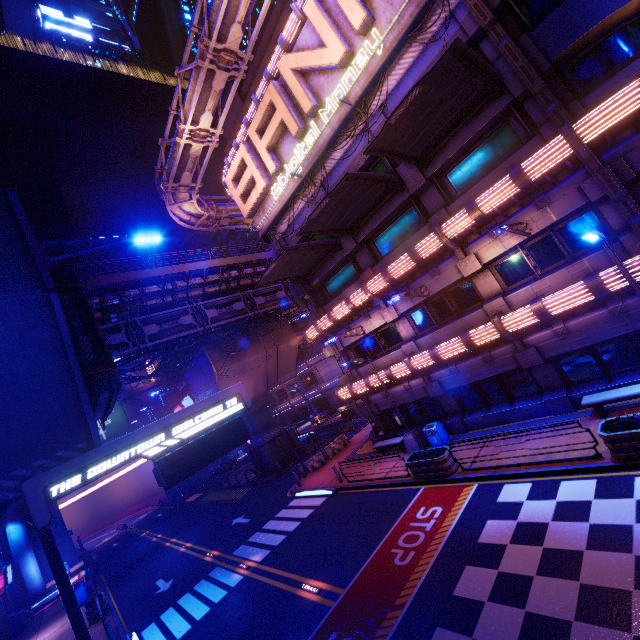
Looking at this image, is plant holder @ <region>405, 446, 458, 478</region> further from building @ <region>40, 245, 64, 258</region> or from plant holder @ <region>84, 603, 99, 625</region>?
building @ <region>40, 245, 64, 258</region>

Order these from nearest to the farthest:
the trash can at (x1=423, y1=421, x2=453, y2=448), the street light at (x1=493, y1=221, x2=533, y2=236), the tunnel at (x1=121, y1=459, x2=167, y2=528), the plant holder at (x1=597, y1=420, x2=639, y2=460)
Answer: the plant holder at (x1=597, y1=420, x2=639, y2=460), the street light at (x1=493, y1=221, x2=533, y2=236), the trash can at (x1=423, y1=421, x2=453, y2=448), the tunnel at (x1=121, y1=459, x2=167, y2=528)

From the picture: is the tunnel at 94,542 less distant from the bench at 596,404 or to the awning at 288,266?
the awning at 288,266

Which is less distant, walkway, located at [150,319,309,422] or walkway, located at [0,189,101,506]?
walkway, located at [0,189,101,506]

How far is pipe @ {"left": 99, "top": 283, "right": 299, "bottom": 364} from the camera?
22.78m

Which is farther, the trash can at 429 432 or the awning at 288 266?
the awning at 288 266

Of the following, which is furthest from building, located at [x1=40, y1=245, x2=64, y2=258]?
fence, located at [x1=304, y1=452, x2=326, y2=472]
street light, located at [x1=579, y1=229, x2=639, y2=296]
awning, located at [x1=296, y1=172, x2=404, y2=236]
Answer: street light, located at [x1=579, y1=229, x2=639, y2=296]

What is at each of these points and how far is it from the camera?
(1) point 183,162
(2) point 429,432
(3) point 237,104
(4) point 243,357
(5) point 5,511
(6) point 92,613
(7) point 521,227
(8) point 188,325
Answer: (1) pipe, 23.4 meters
(2) trash can, 16.7 meters
(3) pillar, 24.8 meters
(4) walkway, 31.0 meters
(5) pillar, 8.2 meters
(6) plant holder, 18.4 meters
(7) street light, 12.1 meters
(8) pipe, 26.2 meters
